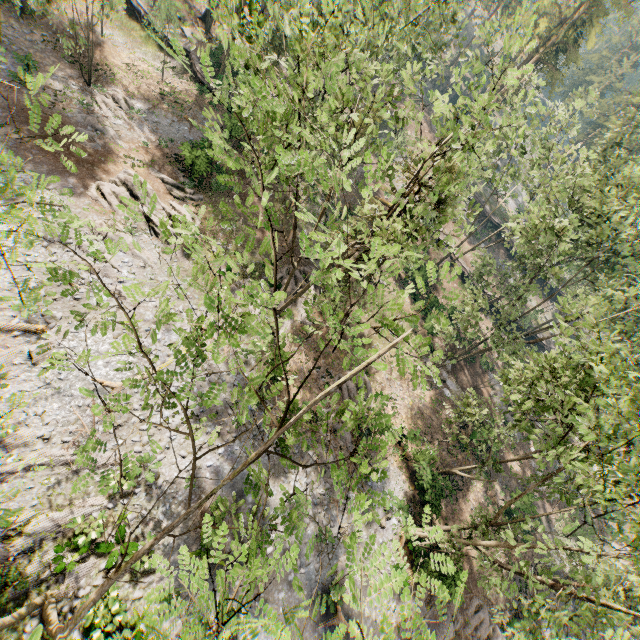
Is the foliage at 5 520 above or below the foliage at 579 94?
below

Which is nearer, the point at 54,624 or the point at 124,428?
the point at 54,624

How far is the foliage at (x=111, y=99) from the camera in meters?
25.6

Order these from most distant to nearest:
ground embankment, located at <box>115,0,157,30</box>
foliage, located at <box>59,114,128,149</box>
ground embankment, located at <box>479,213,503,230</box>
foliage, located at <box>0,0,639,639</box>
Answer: ground embankment, located at <box>479,213,503,230</box>
ground embankment, located at <box>115,0,157,30</box>
foliage, located at <box>59,114,128,149</box>
foliage, located at <box>0,0,639,639</box>

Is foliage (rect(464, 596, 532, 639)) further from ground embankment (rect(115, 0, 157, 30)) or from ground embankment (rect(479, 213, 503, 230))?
ground embankment (rect(479, 213, 503, 230))

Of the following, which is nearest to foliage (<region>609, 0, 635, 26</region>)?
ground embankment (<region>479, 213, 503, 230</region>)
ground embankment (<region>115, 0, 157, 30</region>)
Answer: ground embankment (<region>115, 0, 157, 30</region>)

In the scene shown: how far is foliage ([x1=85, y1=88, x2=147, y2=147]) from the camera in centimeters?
2561cm
